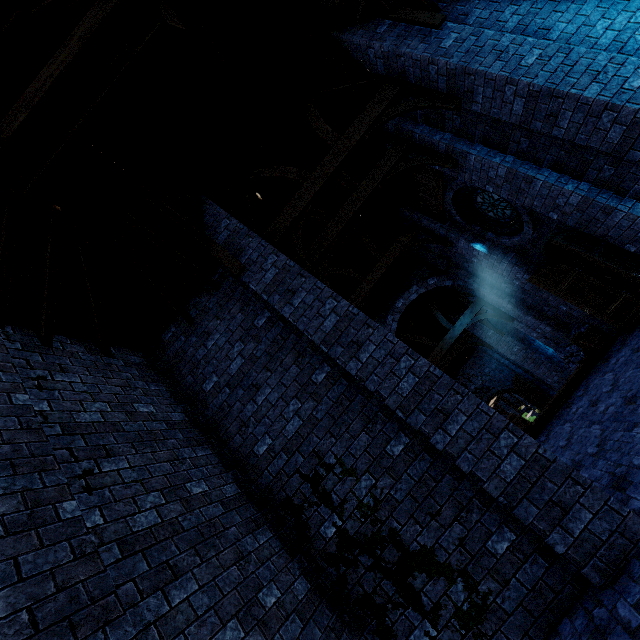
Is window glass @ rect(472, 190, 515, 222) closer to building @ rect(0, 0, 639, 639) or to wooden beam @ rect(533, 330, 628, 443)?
building @ rect(0, 0, 639, 639)

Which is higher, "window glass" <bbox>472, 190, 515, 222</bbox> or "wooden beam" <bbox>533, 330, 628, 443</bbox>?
"window glass" <bbox>472, 190, 515, 222</bbox>

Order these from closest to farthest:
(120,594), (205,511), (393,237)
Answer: (120,594), (205,511), (393,237)

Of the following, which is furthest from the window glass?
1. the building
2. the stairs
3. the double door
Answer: the double door

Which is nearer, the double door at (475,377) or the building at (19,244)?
the building at (19,244)

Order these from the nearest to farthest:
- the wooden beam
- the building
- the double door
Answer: the building → the wooden beam → the double door

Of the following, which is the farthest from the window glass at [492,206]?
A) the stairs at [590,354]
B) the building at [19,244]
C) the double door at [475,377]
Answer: the double door at [475,377]

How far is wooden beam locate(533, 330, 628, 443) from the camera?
8.00m
